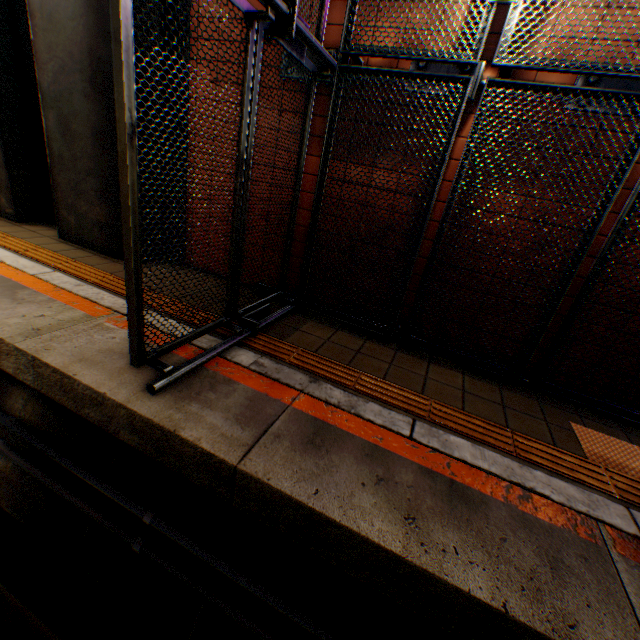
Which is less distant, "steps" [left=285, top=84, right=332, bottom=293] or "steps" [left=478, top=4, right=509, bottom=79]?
"steps" [left=478, top=4, right=509, bottom=79]

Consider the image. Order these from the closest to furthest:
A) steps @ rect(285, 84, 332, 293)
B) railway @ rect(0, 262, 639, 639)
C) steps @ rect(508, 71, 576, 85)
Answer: railway @ rect(0, 262, 639, 639), steps @ rect(508, 71, 576, 85), steps @ rect(285, 84, 332, 293)

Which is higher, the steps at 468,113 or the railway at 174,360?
the steps at 468,113

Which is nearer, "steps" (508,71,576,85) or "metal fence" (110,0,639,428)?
"metal fence" (110,0,639,428)

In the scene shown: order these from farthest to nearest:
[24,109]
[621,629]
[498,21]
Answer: [24,109] < [498,21] < [621,629]

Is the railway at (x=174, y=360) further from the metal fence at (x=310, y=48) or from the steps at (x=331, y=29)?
the steps at (x=331, y=29)

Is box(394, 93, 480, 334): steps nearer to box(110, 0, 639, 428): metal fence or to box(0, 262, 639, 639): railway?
box(110, 0, 639, 428): metal fence
